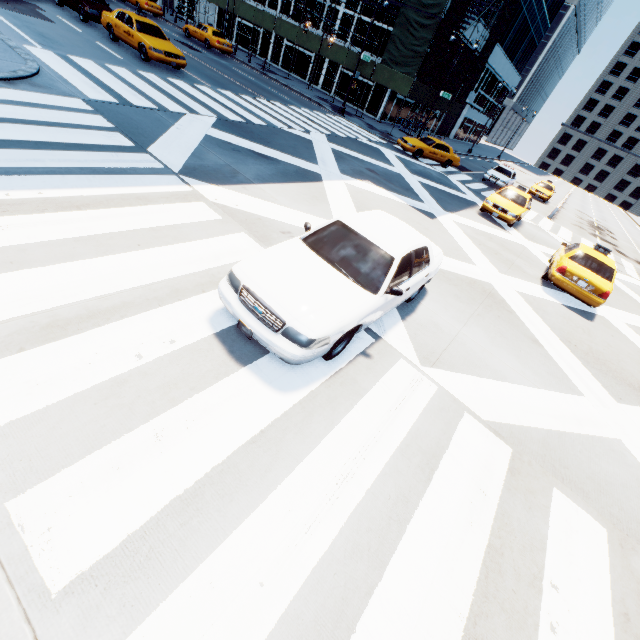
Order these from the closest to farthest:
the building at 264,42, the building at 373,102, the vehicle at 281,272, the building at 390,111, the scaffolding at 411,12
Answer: the vehicle at 281,272 → the scaffolding at 411,12 → the building at 373,102 → the building at 390,111 → the building at 264,42

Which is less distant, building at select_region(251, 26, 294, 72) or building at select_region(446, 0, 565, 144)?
building at select_region(251, 26, 294, 72)

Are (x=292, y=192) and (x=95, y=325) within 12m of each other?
yes

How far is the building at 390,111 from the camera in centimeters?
3103cm

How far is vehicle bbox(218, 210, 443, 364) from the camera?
4.1 meters

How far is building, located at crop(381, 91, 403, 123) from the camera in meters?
31.0

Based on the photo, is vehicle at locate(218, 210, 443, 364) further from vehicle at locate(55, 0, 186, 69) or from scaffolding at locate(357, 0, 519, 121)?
scaffolding at locate(357, 0, 519, 121)
